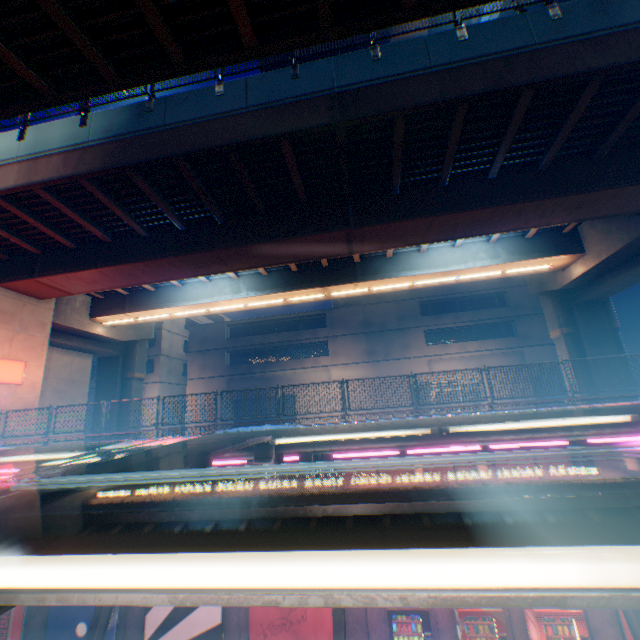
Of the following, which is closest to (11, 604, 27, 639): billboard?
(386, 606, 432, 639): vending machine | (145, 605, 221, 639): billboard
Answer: (145, 605, 221, 639): billboard

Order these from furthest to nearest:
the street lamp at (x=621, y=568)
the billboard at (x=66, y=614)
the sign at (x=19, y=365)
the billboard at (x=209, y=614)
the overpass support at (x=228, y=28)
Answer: the sign at (x=19, y=365) < the billboard at (x=66, y=614) < the billboard at (x=209, y=614) < the overpass support at (x=228, y=28) < the street lamp at (x=621, y=568)

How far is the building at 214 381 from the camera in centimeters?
3078cm

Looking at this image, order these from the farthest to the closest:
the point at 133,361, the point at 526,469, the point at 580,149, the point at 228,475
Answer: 1. the point at 133,361
2. the point at 580,149
3. the point at 526,469
4. the point at 228,475

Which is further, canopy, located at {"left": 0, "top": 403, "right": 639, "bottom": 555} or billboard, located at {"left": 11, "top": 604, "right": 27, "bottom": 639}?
billboard, located at {"left": 11, "top": 604, "right": 27, "bottom": 639}

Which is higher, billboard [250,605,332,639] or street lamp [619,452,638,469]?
street lamp [619,452,638,469]

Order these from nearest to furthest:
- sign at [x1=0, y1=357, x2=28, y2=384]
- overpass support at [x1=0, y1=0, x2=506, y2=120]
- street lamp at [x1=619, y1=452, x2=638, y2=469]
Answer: overpass support at [x1=0, y1=0, x2=506, y2=120], street lamp at [x1=619, y1=452, x2=638, y2=469], sign at [x1=0, y1=357, x2=28, y2=384]

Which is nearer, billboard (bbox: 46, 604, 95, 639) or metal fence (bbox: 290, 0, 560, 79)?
metal fence (bbox: 290, 0, 560, 79)
